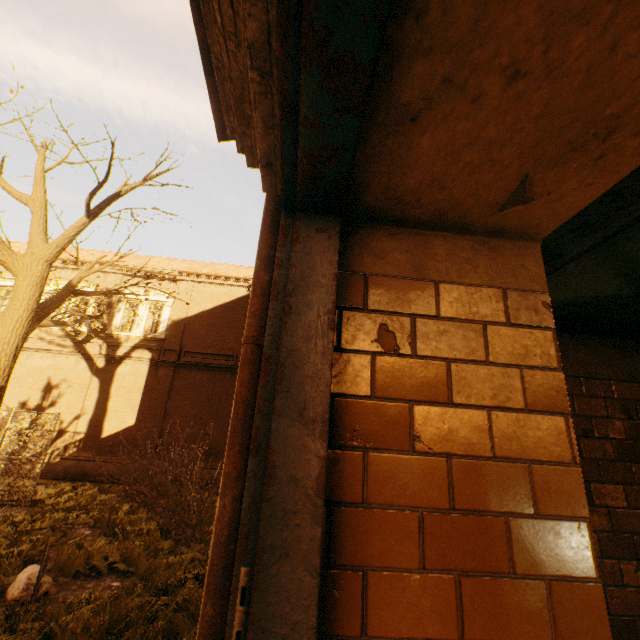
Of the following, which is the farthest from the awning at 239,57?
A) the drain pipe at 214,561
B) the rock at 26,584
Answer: the rock at 26,584

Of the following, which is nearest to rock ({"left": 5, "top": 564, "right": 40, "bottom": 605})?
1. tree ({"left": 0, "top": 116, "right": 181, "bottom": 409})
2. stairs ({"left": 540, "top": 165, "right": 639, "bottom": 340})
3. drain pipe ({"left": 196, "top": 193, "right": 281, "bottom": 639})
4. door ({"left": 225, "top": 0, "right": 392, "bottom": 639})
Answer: tree ({"left": 0, "top": 116, "right": 181, "bottom": 409})

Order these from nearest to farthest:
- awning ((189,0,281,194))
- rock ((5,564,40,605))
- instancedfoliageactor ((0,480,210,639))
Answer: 1. awning ((189,0,281,194))
2. instancedfoliageactor ((0,480,210,639))
3. rock ((5,564,40,605))

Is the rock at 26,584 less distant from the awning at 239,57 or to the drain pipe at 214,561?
the drain pipe at 214,561

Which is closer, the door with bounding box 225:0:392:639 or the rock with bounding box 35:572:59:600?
the door with bounding box 225:0:392:639

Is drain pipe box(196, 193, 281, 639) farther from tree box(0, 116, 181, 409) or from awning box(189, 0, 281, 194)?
tree box(0, 116, 181, 409)

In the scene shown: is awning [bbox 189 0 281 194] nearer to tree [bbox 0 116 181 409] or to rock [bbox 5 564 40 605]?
tree [bbox 0 116 181 409]

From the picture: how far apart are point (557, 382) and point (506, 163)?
0.7m
